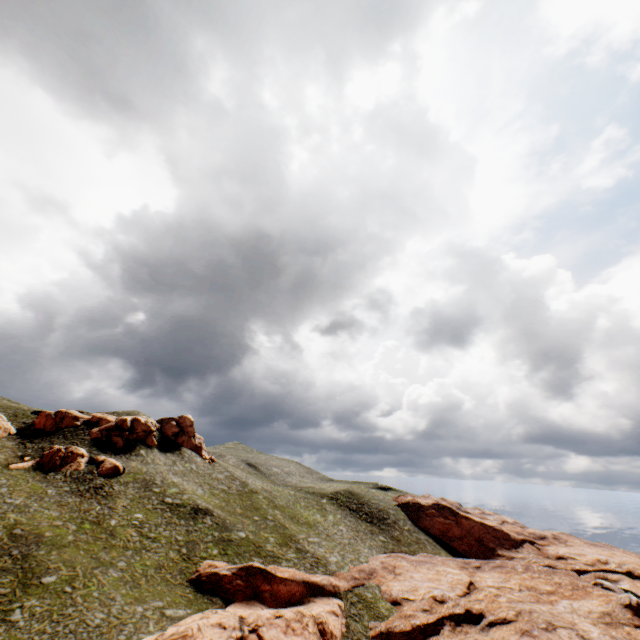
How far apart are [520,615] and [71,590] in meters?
45.2

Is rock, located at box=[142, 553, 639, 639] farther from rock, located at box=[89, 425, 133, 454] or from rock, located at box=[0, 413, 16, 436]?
rock, located at box=[0, 413, 16, 436]

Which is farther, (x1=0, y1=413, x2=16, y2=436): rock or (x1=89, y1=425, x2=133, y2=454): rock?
(x1=89, y1=425, x2=133, y2=454): rock

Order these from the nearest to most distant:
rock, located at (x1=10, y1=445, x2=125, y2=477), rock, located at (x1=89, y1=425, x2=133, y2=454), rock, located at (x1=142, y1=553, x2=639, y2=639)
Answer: rock, located at (x1=142, y1=553, x2=639, y2=639)
rock, located at (x1=10, y1=445, x2=125, y2=477)
rock, located at (x1=89, y1=425, x2=133, y2=454)

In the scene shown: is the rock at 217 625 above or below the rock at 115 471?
below

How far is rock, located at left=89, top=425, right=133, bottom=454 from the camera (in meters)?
57.03

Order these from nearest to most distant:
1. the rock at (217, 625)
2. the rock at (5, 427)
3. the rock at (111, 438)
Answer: the rock at (217, 625)
the rock at (5, 427)
the rock at (111, 438)
